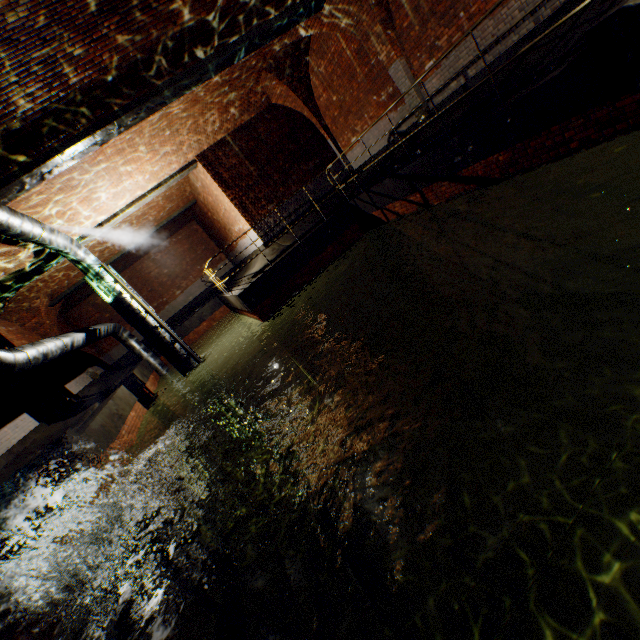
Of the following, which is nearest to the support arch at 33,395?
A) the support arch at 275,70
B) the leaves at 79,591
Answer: the leaves at 79,591

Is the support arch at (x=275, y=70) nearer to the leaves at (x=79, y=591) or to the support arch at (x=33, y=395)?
Result: the support arch at (x=33, y=395)

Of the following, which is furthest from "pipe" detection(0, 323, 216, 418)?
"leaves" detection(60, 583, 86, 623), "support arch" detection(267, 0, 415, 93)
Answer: "support arch" detection(267, 0, 415, 93)

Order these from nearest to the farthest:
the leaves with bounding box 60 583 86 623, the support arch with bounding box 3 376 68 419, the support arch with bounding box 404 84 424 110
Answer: the leaves with bounding box 60 583 86 623, the support arch with bounding box 404 84 424 110, the support arch with bounding box 3 376 68 419

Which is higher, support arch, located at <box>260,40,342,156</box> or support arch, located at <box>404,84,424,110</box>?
support arch, located at <box>260,40,342,156</box>

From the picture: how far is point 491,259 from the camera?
8.2m

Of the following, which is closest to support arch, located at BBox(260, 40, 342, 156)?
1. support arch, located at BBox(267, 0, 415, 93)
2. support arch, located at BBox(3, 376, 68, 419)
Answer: support arch, located at BBox(267, 0, 415, 93)

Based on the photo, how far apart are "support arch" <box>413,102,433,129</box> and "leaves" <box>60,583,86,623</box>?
11.3 meters
